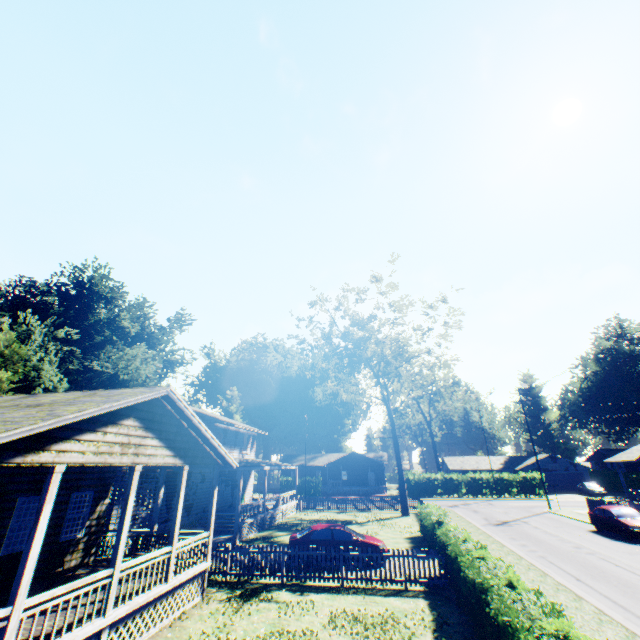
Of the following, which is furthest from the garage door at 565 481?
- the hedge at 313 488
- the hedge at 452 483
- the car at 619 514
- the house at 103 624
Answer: the house at 103 624

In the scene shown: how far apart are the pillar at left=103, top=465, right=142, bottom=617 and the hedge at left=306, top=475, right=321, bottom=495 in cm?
4582

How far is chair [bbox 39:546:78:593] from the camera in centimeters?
959cm

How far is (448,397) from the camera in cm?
5916

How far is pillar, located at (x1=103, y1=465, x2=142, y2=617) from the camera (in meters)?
8.01

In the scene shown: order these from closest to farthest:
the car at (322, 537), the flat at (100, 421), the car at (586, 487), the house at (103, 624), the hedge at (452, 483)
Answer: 1. the flat at (100, 421)
2. the house at (103, 624)
3. the car at (322, 537)
4. the car at (586, 487)
5. the hedge at (452, 483)

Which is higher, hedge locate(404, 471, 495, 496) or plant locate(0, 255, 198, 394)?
plant locate(0, 255, 198, 394)

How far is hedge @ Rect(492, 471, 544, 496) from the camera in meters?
44.8 m
